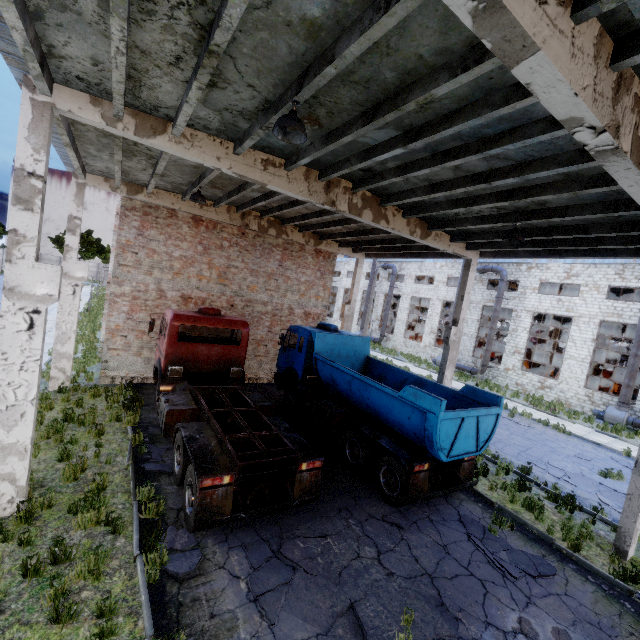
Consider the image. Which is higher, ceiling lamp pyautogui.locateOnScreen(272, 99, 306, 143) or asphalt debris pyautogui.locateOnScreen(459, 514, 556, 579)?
ceiling lamp pyautogui.locateOnScreen(272, 99, 306, 143)

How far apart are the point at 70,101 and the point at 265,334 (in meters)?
12.18

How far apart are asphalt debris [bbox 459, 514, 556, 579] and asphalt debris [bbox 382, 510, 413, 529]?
1.36m

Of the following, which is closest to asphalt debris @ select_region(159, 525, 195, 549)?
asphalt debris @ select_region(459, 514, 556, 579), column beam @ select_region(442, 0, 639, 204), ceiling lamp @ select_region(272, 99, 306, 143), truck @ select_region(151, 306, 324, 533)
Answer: truck @ select_region(151, 306, 324, 533)

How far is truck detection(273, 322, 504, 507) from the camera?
8.0 meters

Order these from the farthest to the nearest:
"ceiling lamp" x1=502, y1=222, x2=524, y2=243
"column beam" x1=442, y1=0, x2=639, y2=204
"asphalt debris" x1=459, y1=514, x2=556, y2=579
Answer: "ceiling lamp" x1=502, y1=222, x2=524, y2=243, "asphalt debris" x1=459, y1=514, x2=556, y2=579, "column beam" x1=442, y1=0, x2=639, y2=204

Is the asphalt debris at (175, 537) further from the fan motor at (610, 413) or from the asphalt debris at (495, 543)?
the fan motor at (610, 413)

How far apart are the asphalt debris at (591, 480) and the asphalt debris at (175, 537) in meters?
12.5 m
